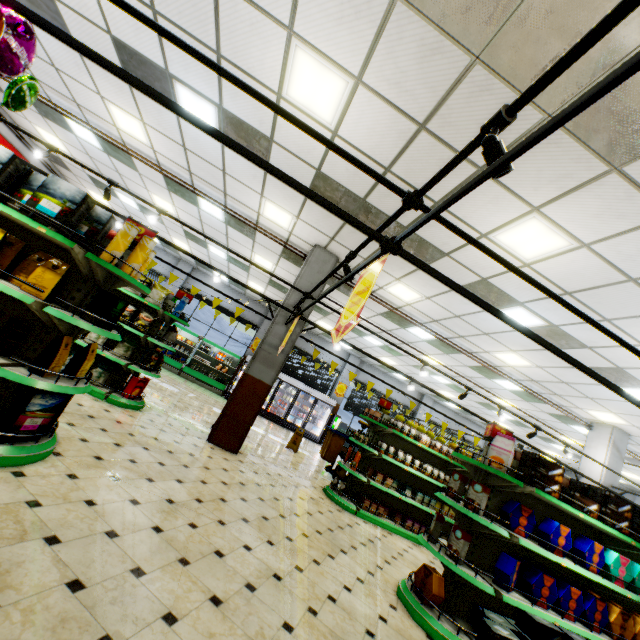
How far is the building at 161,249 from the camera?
15.39m

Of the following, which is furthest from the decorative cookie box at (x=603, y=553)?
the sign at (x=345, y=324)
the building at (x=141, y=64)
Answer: the sign at (x=345, y=324)

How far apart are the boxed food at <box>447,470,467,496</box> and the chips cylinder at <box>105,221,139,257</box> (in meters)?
4.80

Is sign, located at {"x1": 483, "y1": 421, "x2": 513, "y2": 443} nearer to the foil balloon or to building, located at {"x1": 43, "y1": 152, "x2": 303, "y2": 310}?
building, located at {"x1": 43, "y1": 152, "x2": 303, "y2": 310}

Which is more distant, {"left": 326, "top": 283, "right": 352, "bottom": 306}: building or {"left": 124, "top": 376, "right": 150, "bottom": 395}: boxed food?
{"left": 326, "top": 283, "right": 352, "bottom": 306}: building

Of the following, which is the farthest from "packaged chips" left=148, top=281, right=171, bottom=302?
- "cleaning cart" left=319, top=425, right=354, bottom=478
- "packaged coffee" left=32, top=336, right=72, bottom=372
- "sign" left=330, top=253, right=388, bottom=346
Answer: "cleaning cart" left=319, top=425, right=354, bottom=478

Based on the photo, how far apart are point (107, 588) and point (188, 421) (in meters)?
5.61

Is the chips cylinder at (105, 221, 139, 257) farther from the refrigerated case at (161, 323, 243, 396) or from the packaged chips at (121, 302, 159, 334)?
the refrigerated case at (161, 323, 243, 396)
